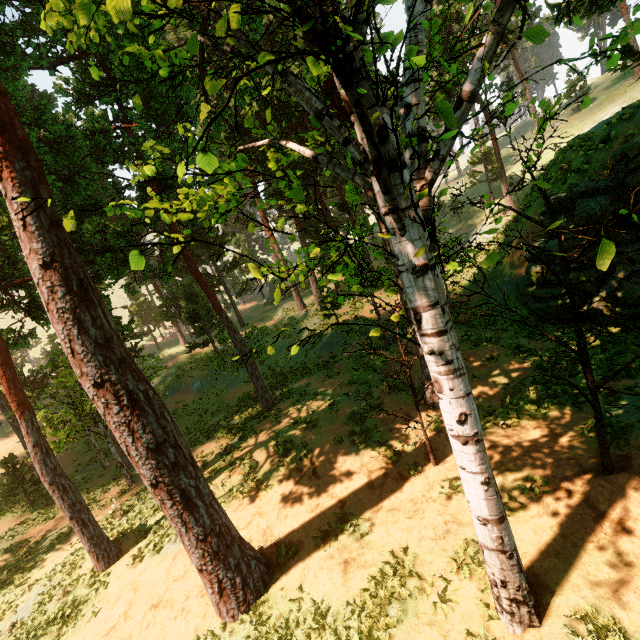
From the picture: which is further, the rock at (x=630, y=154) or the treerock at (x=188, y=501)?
the rock at (x=630, y=154)

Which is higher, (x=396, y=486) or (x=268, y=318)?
(x=268, y=318)

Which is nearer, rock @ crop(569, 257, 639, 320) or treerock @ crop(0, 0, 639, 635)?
treerock @ crop(0, 0, 639, 635)

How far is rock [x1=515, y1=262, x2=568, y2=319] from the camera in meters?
15.0 m

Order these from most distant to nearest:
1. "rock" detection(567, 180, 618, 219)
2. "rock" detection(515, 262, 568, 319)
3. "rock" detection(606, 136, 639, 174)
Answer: "rock" detection(515, 262, 568, 319)
"rock" detection(567, 180, 618, 219)
"rock" detection(606, 136, 639, 174)
